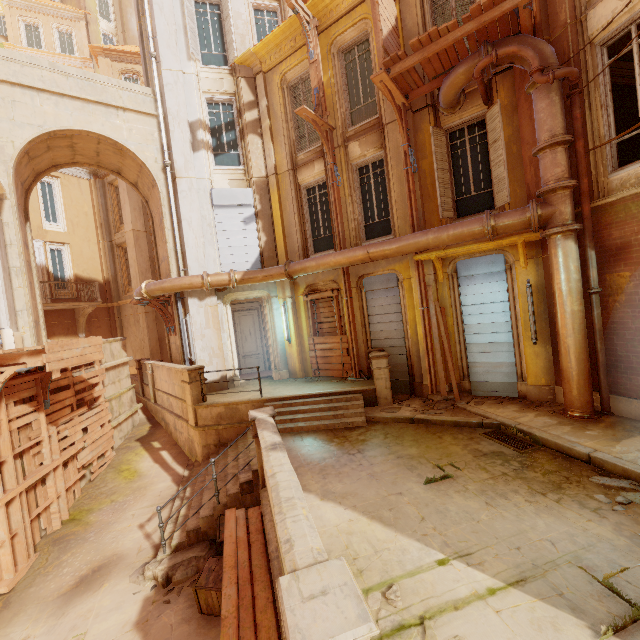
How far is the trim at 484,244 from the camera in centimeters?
755cm

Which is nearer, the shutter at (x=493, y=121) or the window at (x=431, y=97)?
the shutter at (x=493, y=121)

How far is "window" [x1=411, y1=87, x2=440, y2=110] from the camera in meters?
9.1

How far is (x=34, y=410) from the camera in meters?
8.0

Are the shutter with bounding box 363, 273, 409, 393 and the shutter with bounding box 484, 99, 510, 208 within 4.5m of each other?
yes

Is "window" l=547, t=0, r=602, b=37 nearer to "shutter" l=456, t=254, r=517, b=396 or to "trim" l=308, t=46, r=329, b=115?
"shutter" l=456, t=254, r=517, b=396

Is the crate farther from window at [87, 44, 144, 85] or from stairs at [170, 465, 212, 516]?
window at [87, 44, 144, 85]

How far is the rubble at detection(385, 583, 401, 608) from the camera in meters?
3.3 m
